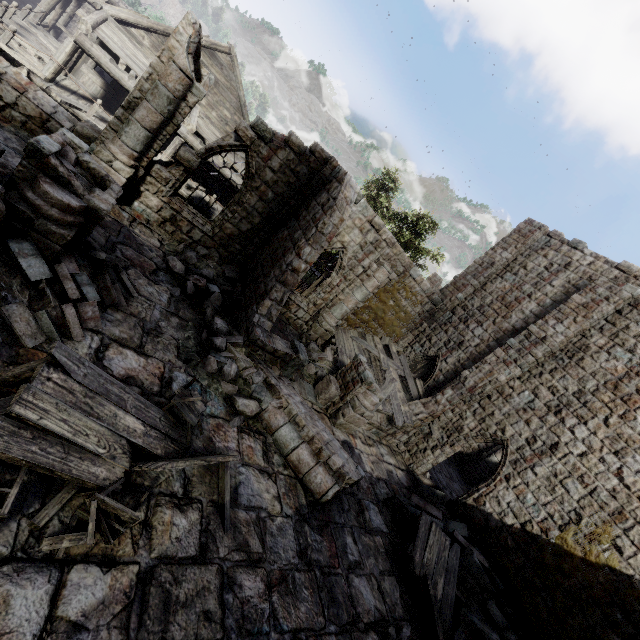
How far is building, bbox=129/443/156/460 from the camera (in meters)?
5.18

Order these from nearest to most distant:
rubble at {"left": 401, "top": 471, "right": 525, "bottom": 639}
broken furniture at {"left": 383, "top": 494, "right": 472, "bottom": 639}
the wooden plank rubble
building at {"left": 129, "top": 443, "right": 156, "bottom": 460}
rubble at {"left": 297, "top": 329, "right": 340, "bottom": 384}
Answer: building at {"left": 129, "top": 443, "right": 156, "bottom": 460} → broken furniture at {"left": 383, "top": 494, "right": 472, "bottom": 639} → rubble at {"left": 401, "top": 471, "right": 525, "bottom": 639} → rubble at {"left": 297, "top": 329, "right": 340, "bottom": 384} → the wooden plank rubble

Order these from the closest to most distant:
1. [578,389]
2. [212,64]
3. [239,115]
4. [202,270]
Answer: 1. [202,270]
2. [578,389]
3. [212,64]
4. [239,115]

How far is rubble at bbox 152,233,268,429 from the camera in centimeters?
782cm

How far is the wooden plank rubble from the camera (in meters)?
13.83

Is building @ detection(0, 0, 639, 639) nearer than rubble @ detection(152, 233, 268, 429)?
Yes

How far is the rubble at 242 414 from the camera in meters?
7.8

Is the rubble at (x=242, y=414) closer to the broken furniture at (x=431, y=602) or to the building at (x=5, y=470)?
the building at (x=5, y=470)
